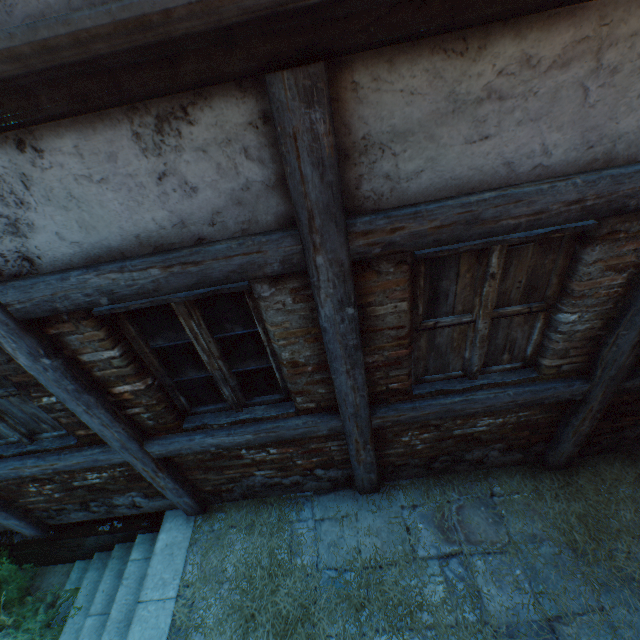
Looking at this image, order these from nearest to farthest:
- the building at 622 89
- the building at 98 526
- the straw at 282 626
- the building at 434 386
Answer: the building at 622 89 < the building at 434 386 < the straw at 282 626 < the building at 98 526

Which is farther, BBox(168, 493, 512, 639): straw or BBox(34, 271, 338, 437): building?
BBox(168, 493, 512, 639): straw

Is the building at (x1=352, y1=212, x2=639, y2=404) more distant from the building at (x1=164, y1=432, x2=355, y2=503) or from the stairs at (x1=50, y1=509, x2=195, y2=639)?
the stairs at (x1=50, y1=509, x2=195, y2=639)

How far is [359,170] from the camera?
1.5m

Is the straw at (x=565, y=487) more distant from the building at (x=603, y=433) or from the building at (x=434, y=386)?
the building at (x=434, y=386)

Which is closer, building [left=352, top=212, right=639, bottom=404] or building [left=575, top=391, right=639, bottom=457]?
building [left=352, top=212, right=639, bottom=404]

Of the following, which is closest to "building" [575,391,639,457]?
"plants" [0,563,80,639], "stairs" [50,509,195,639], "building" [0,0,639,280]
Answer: "building" [0,0,639,280]

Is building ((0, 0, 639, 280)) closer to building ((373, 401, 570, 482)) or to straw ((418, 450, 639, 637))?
straw ((418, 450, 639, 637))
